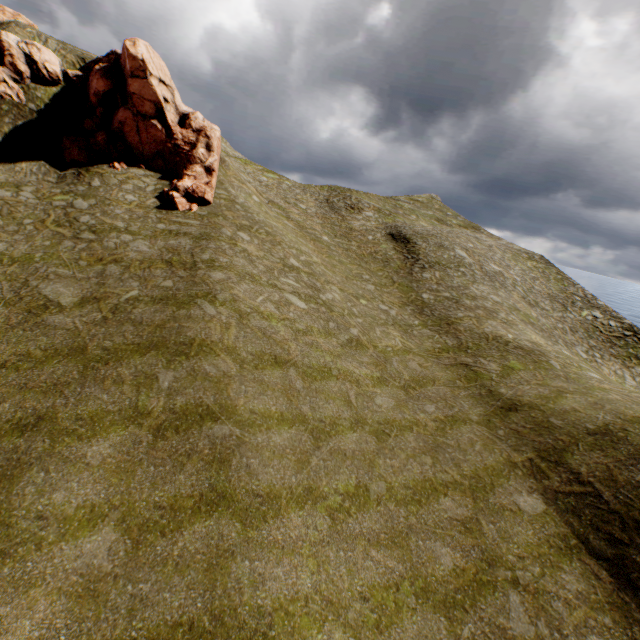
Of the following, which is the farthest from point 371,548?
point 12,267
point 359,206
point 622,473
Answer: point 359,206

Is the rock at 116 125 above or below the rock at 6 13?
below

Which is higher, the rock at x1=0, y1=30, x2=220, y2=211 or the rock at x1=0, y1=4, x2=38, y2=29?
the rock at x1=0, y1=4, x2=38, y2=29

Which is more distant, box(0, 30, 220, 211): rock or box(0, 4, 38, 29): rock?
box(0, 4, 38, 29): rock

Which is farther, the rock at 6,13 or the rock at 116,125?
the rock at 6,13
